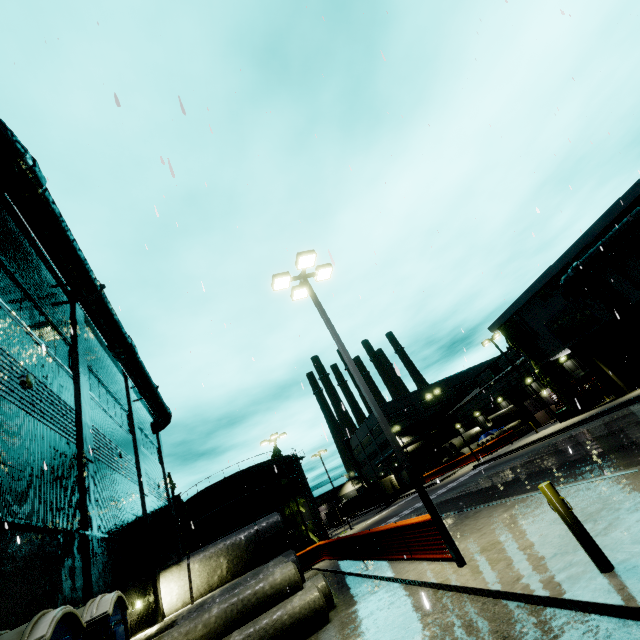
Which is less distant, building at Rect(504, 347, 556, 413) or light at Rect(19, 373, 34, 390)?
light at Rect(19, 373, 34, 390)

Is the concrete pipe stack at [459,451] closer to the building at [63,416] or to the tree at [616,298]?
the building at [63,416]

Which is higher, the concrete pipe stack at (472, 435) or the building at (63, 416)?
the building at (63, 416)

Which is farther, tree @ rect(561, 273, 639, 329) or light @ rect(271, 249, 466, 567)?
tree @ rect(561, 273, 639, 329)

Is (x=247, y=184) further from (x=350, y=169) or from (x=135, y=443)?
(x=135, y=443)

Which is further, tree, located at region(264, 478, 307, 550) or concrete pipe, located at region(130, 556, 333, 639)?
tree, located at region(264, 478, 307, 550)

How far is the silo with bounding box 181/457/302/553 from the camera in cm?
4000

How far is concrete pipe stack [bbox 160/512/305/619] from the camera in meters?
13.4
